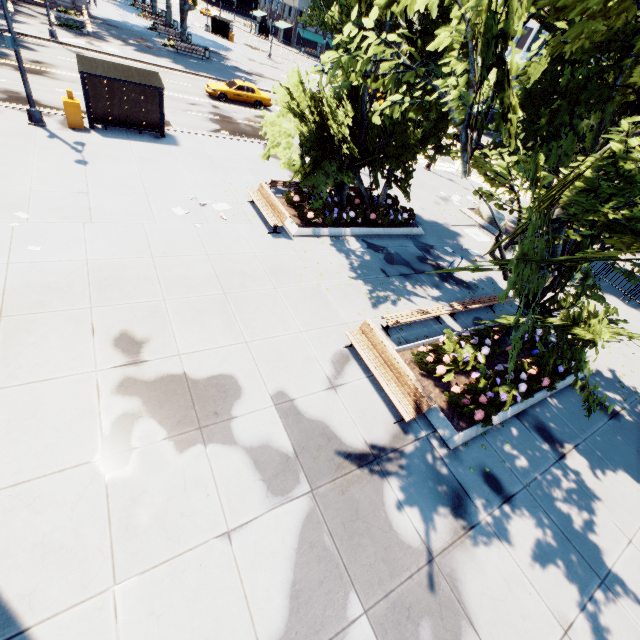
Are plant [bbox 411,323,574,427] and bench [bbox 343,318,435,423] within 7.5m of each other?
yes

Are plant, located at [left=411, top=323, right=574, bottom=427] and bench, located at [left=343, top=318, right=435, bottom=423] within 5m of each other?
yes

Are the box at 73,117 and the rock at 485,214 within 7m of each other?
no

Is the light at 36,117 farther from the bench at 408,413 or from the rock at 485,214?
the bench at 408,413

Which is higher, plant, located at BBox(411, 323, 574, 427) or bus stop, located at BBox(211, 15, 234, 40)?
bus stop, located at BBox(211, 15, 234, 40)

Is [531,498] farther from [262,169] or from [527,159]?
[262,169]

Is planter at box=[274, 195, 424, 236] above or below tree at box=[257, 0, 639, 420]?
below

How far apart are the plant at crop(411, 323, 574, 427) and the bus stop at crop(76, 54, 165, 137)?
18.35m
